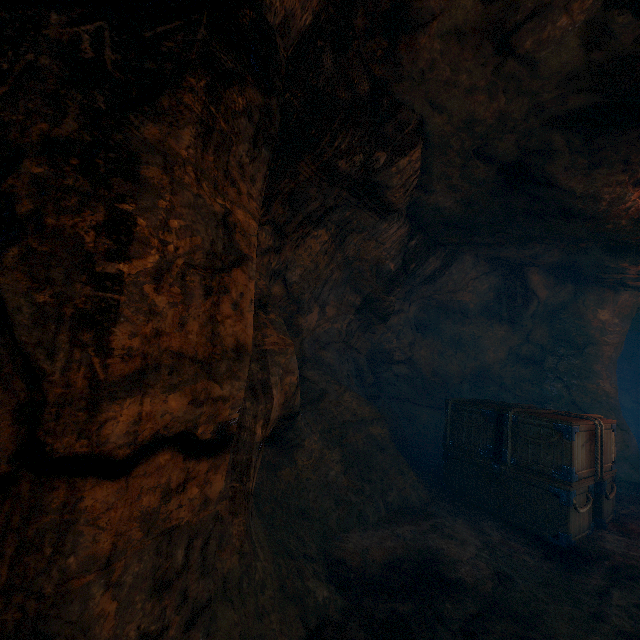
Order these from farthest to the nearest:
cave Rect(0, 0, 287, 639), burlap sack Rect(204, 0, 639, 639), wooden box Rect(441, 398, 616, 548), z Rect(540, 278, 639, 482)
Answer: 1. z Rect(540, 278, 639, 482)
2. wooden box Rect(441, 398, 616, 548)
3. burlap sack Rect(204, 0, 639, 639)
4. cave Rect(0, 0, 287, 639)

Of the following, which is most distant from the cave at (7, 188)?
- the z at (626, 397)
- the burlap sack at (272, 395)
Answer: the z at (626, 397)

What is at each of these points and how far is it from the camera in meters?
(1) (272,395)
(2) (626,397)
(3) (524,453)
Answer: (1) burlap sack, 3.2
(2) z, 16.3
(3) wooden box, 5.1

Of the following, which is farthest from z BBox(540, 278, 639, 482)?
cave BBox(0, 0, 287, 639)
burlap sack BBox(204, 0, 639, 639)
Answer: cave BBox(0, 0, 287, 639)

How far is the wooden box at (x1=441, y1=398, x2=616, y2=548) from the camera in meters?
4.7

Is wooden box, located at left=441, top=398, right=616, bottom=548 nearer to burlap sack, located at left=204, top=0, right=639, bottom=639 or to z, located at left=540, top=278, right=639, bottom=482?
burlap sack, located at left=204, top=0, right=639, bottom=639

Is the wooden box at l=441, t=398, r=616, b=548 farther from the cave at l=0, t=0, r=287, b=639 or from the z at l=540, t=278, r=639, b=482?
the cave at l=0, t=0, r=287, b=639

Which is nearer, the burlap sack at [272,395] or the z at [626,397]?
the burlap sack at [272,395]
